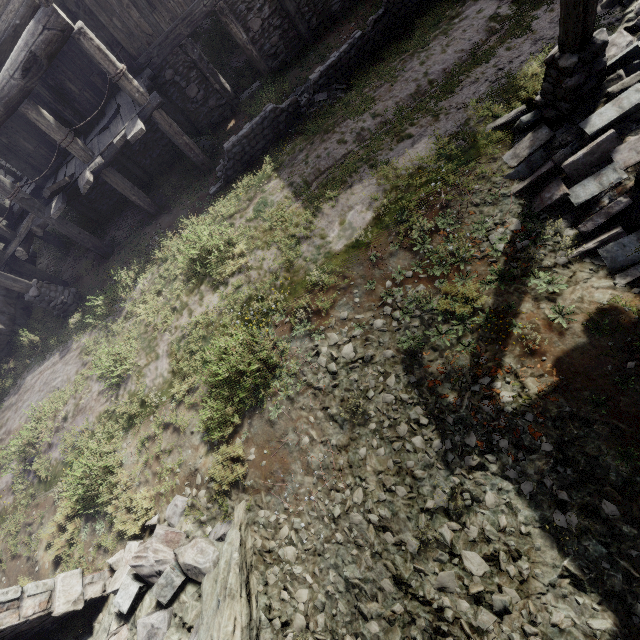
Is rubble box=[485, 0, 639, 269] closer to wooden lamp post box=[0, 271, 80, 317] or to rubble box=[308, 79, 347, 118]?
rubble box=[308, 79, 347, 118]

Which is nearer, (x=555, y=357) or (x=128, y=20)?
(x=555, y=357)

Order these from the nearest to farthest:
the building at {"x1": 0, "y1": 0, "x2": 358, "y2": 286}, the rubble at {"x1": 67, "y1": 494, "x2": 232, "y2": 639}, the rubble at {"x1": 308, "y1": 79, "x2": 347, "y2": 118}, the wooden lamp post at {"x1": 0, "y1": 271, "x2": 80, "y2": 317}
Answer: the rubble at {"x1": 67, "y1": 494, "x2": 232, "y2": 639}, the building at {"x1": 0, "y1": 0, "x2": 358, "y2": 286}, the rubble at {"x1": 308, "y1": 79, "x2": 347, "y2": 118}, the wooden lamp post at {"x1": 0, "y1": 271, "x2": 80, "y2": 317}

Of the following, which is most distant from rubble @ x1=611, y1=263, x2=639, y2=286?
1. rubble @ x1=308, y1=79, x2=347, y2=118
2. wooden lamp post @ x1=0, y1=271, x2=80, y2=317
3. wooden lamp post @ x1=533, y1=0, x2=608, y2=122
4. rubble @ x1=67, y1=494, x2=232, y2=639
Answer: wooden lamp post @ x1=0, y1=271, x2=80, y2=317

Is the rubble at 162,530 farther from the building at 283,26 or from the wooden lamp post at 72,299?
the wooden lamp post at 72,299

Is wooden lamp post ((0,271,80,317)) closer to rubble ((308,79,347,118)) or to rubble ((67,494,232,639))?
rubble ((67,494,232,639))

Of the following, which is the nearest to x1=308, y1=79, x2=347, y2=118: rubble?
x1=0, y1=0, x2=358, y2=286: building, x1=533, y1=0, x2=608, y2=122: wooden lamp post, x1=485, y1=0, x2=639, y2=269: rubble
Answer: x1=0, y1=0, x2=358, y2=286: building

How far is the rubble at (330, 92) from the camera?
8.82m
